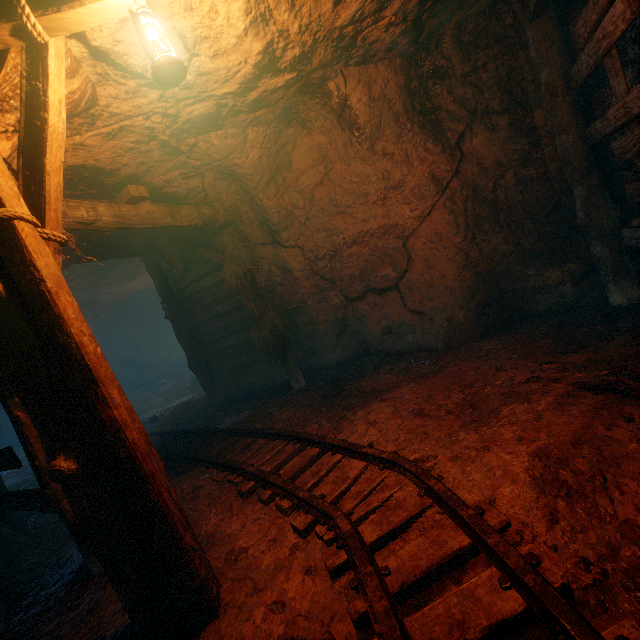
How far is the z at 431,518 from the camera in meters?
2.2 m

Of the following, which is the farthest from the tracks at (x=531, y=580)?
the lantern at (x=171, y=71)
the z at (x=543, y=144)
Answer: the lantern at (x=171, y=71)

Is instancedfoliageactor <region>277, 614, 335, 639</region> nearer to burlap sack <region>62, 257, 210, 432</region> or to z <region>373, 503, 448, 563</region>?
z <region>373, 503, 448, 563</region>

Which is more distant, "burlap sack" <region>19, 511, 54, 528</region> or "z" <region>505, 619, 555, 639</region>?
"burlap sack" <region>19, 511, 54, 528</region>

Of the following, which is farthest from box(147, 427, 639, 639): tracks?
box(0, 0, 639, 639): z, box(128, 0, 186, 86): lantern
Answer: box(128, 0, 186, 86): lantern

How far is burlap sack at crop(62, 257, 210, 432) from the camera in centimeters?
916cm

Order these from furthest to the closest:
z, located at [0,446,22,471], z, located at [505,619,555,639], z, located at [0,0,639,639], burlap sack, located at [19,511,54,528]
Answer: burlap sack, located at [19,511,54,528] < z, located at [0,446,22,471] < z, located at [0,0,639,639] < z, located at [505,619,555,639]

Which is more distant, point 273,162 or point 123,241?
point 123,241
